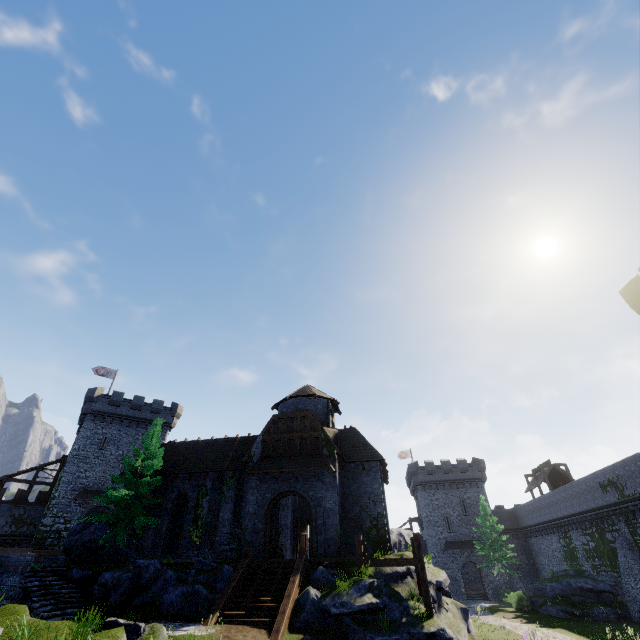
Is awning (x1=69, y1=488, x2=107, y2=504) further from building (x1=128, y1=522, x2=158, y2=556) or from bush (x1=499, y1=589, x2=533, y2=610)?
bush (x1=499, y1=589, x2=533, y2=610)

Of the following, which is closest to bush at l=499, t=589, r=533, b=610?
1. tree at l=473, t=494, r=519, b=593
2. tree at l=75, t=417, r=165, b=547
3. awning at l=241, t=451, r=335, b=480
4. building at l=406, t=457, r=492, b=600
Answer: tree at l=473, t=494, r=519, b=593

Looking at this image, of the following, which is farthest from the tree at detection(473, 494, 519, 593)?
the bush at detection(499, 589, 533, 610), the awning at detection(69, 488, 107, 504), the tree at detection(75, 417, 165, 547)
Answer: the awning at detection(69, 488, 107, 504)

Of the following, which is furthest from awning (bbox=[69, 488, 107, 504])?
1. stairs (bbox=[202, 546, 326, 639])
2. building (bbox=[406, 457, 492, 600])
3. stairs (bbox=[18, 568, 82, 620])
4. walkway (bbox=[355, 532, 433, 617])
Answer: building (bbox=[406, 457, 492, 600])

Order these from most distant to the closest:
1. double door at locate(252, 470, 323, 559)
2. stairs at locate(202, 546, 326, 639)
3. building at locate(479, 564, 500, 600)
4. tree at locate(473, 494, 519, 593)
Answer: building at locate(479, 564, 500, 600) < tree at locate(473, 494, 519, 593) < double door at locate(252, 470, 323, 559) < stairs at locate(202, 546, 326, 639)

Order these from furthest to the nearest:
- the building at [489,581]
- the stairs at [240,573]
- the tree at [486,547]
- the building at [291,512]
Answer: the building at [489,581] → the tree at [486,547] → the building at [291,512] → the stairs at [240,573]

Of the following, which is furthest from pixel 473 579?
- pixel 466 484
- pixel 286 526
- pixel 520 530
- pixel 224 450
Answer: pixel 224 450

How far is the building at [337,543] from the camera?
21.3m
